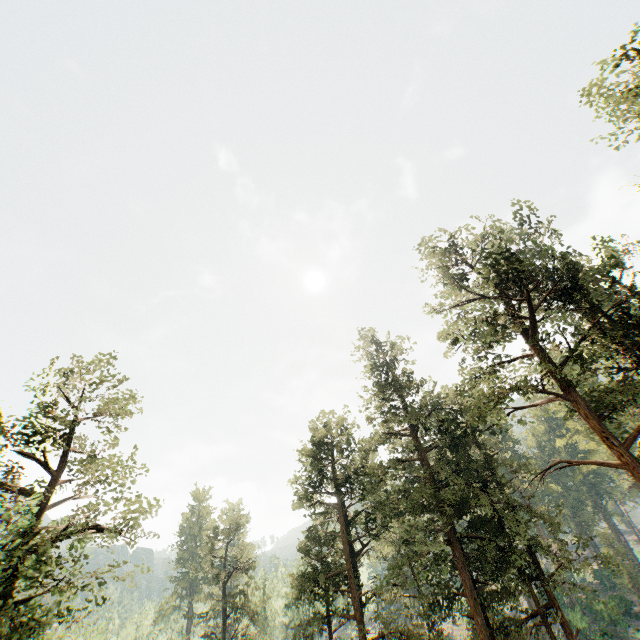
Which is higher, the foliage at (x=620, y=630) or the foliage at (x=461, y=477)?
the foliage at (x=461, y=477)

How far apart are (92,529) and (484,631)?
22.16m

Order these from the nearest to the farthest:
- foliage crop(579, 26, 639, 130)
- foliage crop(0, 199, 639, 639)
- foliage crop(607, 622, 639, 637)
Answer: foliage crop(579, 26, 639, 130) < foliage crop(0, 199, 639, 639) < foliage crop(607, 622, 639, 637)

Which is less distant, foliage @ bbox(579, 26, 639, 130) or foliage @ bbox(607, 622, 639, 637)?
foliage @ bbox(579, 26, 639, 130)

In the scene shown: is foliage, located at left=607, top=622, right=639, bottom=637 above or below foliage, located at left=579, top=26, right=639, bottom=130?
below

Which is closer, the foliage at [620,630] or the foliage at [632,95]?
the foliage at [632,95]
